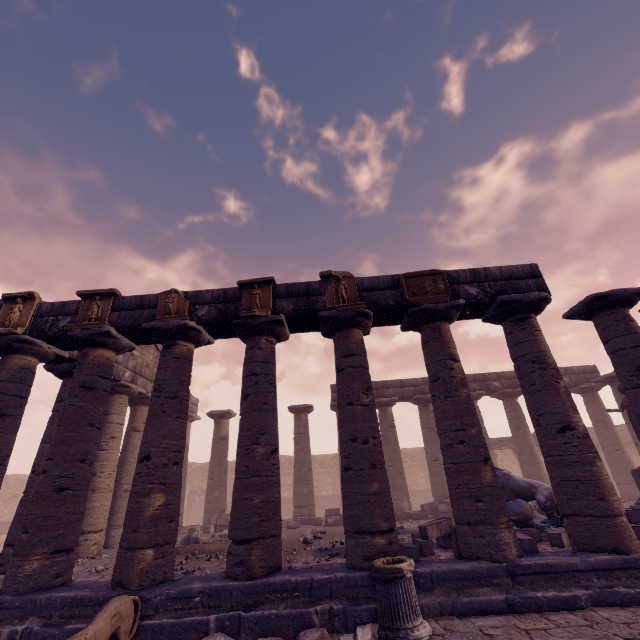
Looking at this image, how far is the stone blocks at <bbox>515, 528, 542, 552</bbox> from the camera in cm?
679

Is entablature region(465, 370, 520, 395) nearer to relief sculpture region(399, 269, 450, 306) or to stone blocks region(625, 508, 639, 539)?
relief sculpture region(399, 269, 450, 306)

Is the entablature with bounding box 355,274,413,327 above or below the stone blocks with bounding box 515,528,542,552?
above

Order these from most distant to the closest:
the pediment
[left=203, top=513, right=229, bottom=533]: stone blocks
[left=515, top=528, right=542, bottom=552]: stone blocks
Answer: Answer:
the pediment
[left=203, top=513, right=229, bottom=533]: stone blocks
[left=515, top=528, right=542, bottom=552]: stone blocks

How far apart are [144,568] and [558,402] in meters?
9.1 m

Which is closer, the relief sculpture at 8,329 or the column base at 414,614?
the column base at 414,614

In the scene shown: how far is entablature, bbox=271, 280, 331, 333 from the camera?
8.37m

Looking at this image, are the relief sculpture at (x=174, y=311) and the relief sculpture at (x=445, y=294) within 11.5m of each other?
yes
